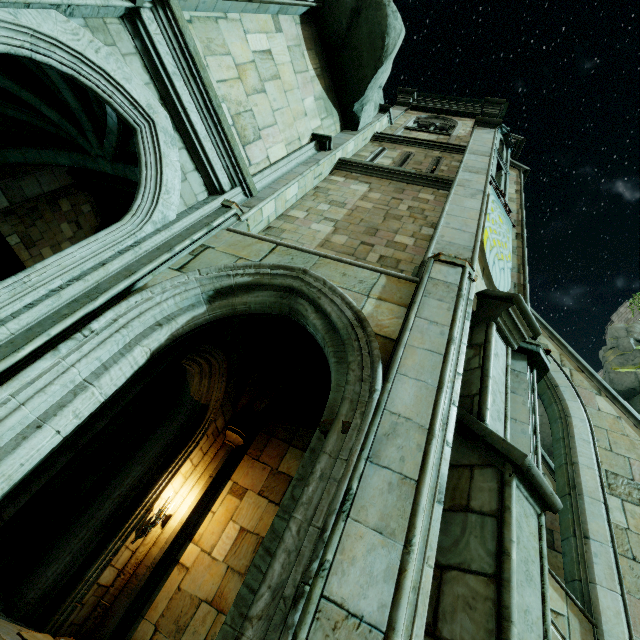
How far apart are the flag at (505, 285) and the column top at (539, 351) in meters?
0.7 m

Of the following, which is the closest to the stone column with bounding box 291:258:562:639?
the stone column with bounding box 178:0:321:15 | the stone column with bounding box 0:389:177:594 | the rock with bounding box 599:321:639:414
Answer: the stone column with bounding box 178:0:321:15

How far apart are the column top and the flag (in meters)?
0.69

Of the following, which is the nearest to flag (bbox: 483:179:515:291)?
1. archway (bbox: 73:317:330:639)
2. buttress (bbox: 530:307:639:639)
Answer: archway (bbox: 73:317:330:639)

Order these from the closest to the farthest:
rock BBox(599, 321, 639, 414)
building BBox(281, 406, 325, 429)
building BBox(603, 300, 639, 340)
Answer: building BBox(281, 406, 325, 429) < rock BBox(599, 321, 639, 414) < building BBox(603, 300, 639, 340)

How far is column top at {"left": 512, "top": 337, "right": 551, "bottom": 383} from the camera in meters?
5.2

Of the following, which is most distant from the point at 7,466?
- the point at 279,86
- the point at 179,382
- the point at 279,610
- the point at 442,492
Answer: the point at 279,86

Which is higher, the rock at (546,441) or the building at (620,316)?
the building at (620,316)
